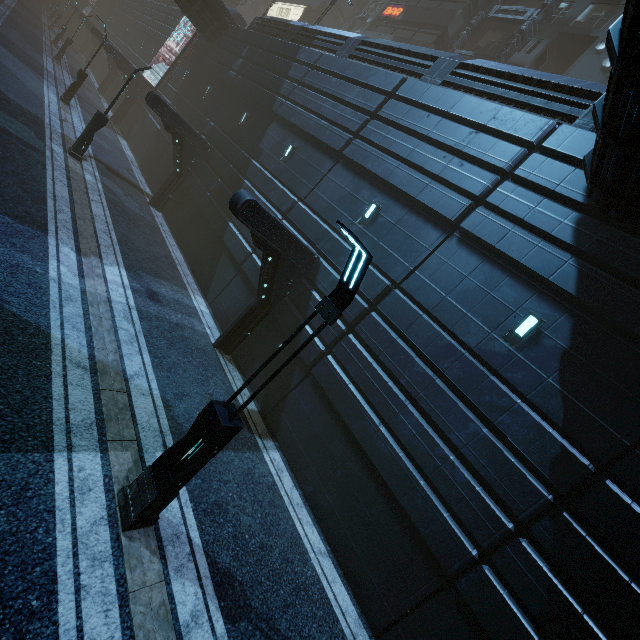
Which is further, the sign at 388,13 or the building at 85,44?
the building at 85,44

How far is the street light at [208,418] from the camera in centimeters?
428cm

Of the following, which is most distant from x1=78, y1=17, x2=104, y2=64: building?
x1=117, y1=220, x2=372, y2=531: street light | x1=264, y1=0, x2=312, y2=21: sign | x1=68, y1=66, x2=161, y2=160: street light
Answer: x1=117, y1=220, x2=372, y2=531: street light

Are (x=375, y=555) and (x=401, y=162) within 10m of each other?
no

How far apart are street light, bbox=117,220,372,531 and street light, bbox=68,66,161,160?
16.69m

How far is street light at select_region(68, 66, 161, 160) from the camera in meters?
14.8

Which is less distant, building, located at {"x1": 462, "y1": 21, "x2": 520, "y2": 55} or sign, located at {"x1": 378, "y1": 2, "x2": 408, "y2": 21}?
building, located at {"x1": 462, "y1": 21, "x2": 520, "y2": 55}

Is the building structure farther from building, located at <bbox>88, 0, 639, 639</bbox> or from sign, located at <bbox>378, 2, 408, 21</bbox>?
sign, located at <bbox>378, 2, 408, 21</bbox>
